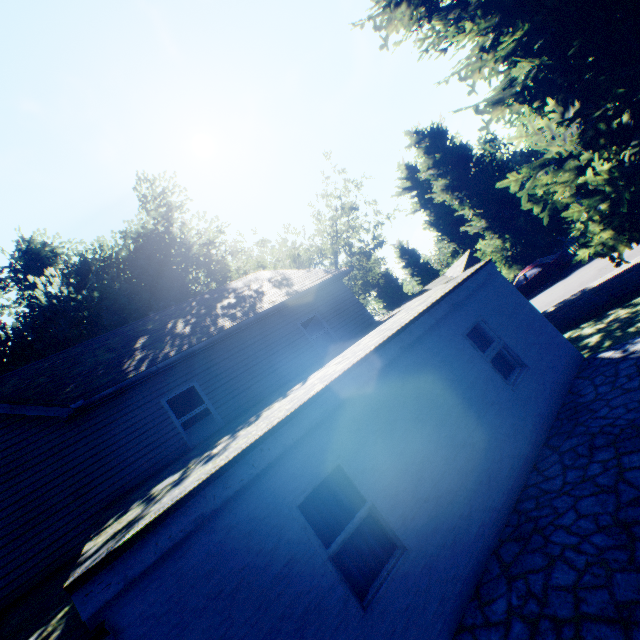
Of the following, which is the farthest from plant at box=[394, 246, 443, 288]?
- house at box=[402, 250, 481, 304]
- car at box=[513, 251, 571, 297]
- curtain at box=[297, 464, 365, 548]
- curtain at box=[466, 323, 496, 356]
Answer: curtain at box=[297, 464, 365, 548]

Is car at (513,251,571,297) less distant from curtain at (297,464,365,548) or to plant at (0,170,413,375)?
plant at (0,170,413,375)

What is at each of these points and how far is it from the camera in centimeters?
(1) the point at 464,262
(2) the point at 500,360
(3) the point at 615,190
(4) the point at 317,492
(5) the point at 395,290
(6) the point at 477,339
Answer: (1) house, 4231cm
(2) curtain, 743cm
(3) plant, 652cm
(4) curtain, 468cm
(5) plant, 5334cm
(6) curtain, 760cm

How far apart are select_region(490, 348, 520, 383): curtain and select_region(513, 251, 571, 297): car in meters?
16.3

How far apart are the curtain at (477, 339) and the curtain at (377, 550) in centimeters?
403cm

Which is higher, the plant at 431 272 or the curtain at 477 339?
the plant at 431 272

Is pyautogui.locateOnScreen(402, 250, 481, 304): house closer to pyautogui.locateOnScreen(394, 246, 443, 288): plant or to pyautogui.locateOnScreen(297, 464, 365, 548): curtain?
pyautogui.locateOnScreen(394, 246, 443, 288): plant

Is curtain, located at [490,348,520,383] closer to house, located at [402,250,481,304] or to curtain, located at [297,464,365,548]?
curtain, located at [297,464,365,548]
